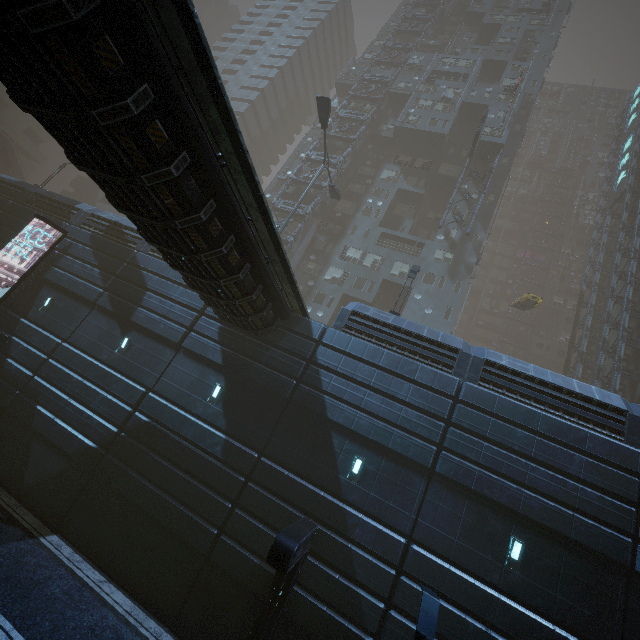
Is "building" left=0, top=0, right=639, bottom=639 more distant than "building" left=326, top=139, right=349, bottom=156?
No

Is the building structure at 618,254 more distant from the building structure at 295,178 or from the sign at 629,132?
the building structure at 295,178

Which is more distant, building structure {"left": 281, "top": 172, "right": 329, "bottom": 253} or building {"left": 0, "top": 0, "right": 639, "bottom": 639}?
building structure {"left": 281, "top": 172, "right": 329, "bottom": 253}

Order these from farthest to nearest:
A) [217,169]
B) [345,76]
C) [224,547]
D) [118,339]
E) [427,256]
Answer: [345,76] → [427,256] → [118,339] → [224,547] → [217,169]

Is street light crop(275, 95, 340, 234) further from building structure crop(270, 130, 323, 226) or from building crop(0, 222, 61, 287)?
building structure crop(270, 130, 323, 226)

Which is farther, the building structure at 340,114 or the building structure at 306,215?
the building structure at 340,114

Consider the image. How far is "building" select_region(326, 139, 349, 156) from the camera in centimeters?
3850cm

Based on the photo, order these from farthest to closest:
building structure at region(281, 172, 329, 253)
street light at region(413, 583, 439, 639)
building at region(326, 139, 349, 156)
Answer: building at region(326, 139, 349, 156)
building structure at region(281, 172, 329, 253)
street light at region(413, 583, 439, 639)
